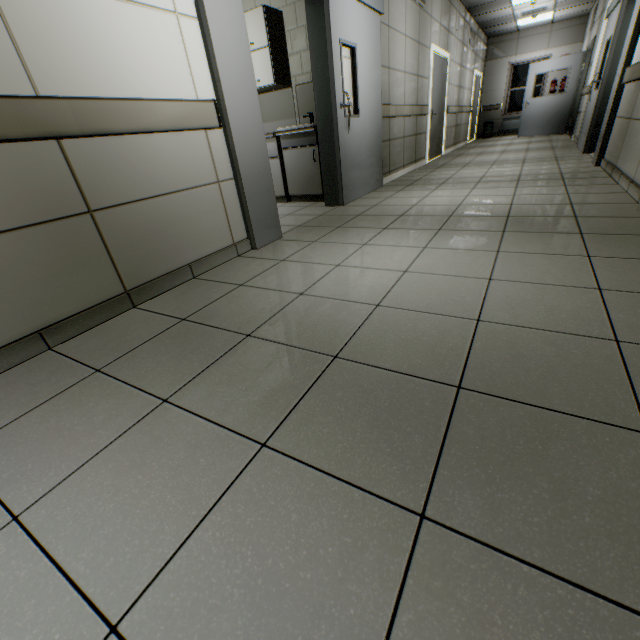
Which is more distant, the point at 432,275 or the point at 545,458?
the point at 432,275

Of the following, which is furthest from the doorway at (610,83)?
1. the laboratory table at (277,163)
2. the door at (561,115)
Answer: the laboratory table at (277,163)

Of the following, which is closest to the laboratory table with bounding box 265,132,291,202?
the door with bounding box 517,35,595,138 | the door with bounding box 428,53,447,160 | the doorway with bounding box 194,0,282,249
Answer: the doorway with bounding box 194,0,282,249

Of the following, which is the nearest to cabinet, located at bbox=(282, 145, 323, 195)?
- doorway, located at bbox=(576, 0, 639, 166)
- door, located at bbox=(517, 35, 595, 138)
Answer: doorway, located at bbox=(576, 0, 639, 166)

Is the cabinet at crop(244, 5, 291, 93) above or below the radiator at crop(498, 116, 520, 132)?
above

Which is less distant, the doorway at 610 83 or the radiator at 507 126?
the doorway at 610 83

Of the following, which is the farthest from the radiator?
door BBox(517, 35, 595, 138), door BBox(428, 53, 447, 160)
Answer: door BBox(428, 53, 447, 160)

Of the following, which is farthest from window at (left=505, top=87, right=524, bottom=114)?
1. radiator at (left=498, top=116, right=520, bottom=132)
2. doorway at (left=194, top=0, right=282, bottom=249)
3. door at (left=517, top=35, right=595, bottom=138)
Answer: doorway at (left=194, top=0, right=282, bottom=249)
